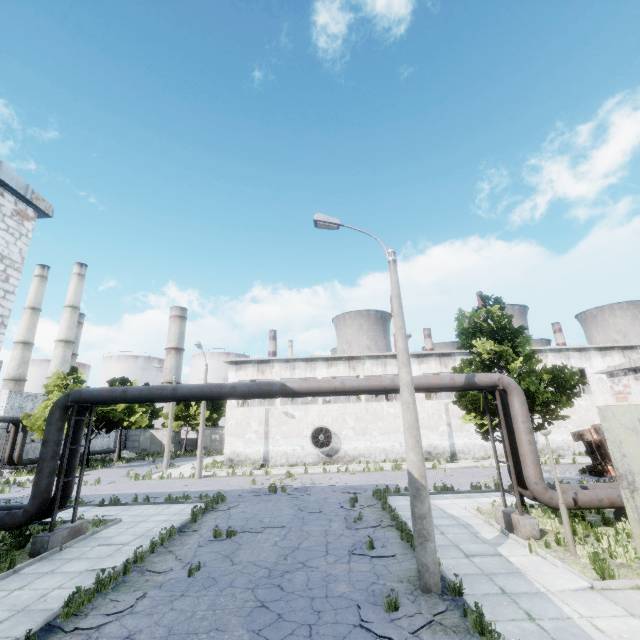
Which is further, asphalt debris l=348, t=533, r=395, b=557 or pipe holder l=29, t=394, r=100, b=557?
pipe holder l=29, t=394, r=100, b=557

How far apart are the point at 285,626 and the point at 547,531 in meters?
9.7

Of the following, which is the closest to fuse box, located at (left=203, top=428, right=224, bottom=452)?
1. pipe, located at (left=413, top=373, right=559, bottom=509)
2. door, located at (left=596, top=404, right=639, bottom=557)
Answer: pipe, located at (left=413, top=373, right=559, bottom=509)

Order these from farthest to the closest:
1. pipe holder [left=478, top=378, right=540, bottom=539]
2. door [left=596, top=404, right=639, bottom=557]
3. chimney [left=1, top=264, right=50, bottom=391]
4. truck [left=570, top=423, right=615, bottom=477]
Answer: chimney [left=1, top=264, right=50, bottom=391], truck [left=570, top=423, right=615, bottom=477], pipe holder [left=478, top=378, right=540, bottom=539], door [left=596, top=404, right=639, bottom=557]

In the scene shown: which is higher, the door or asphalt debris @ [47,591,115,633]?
the door

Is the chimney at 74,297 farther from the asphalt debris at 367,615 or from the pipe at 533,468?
the asphalt debris at 367,615

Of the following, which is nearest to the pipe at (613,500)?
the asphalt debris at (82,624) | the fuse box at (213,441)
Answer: the asphalt debris at (82,624)

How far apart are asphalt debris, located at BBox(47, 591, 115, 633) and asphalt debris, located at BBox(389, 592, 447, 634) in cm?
497
